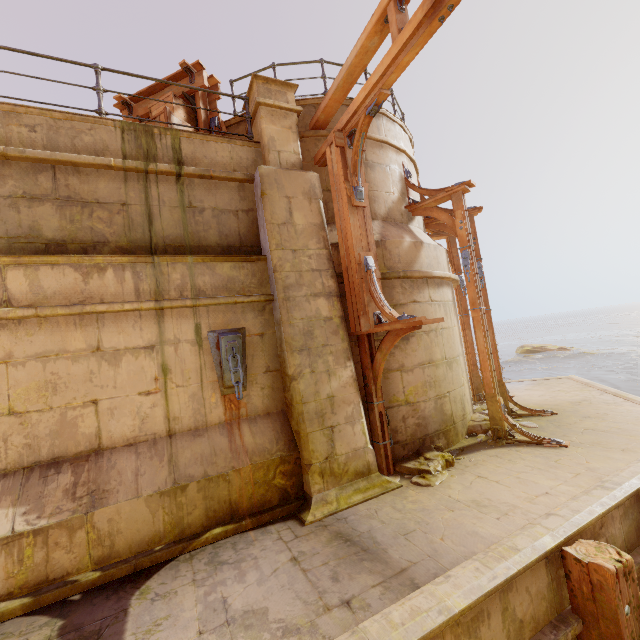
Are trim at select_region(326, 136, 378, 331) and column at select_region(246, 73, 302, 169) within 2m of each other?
yes

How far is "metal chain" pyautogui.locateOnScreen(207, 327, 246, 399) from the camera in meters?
4.5 m

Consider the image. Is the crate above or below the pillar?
above

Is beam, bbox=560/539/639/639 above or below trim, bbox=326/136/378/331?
below

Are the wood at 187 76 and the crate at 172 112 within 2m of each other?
yes

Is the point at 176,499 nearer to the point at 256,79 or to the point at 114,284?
the point at 114,284

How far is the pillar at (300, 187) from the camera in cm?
453

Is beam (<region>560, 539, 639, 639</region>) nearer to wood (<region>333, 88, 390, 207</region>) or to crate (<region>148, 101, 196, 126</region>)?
wood (<region>333, 88, 390, 207</region>)
